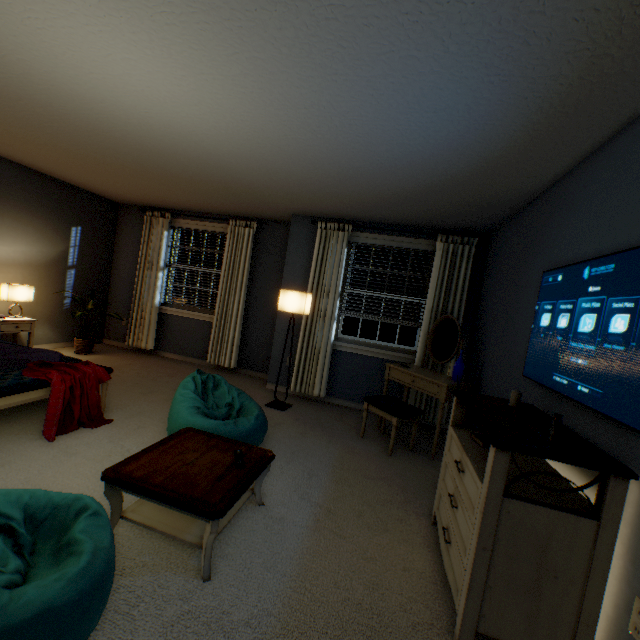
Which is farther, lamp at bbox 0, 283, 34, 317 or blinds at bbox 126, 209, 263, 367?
blinds at bbox 126, 209, 263, 367

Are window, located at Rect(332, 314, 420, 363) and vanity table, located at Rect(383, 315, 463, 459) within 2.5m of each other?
yes

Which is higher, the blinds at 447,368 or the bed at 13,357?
the blinds at 447,368

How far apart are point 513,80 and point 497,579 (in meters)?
2.18

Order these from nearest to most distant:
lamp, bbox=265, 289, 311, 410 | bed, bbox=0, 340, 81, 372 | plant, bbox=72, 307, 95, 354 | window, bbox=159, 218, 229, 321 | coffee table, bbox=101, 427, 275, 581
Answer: coffee table, bbox=101, 427, 275, 581, bed, bbox=0, 340, 81, 372, lamp, bbox=265, 289, 311, 410, plant, bbox=72, 307, 95, 354, window, bbox=159, 218, 229, 321

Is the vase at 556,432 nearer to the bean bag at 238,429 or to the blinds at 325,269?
the bean bag at 238,429

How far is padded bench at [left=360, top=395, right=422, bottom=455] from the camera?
3.06m

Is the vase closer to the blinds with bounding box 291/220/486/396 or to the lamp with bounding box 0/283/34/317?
the blinds with bounding box 291/220/486/396
